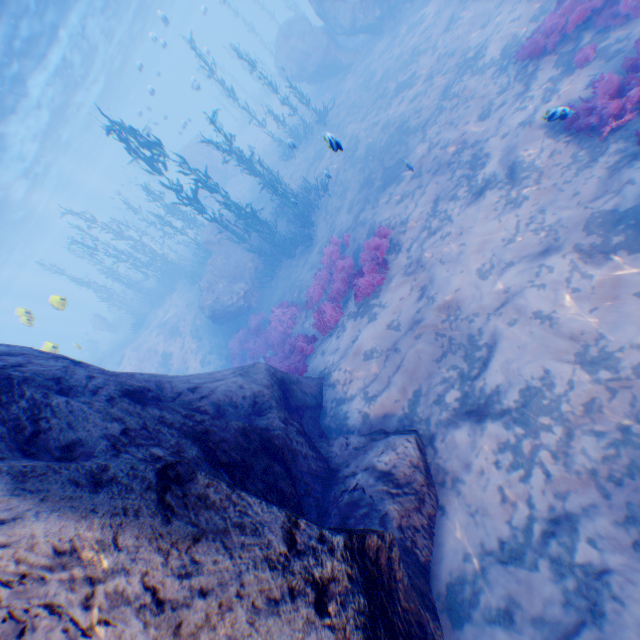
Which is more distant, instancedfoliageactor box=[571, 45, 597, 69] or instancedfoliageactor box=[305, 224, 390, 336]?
instancedfoliageactor box=[305, 224, 390, 336]

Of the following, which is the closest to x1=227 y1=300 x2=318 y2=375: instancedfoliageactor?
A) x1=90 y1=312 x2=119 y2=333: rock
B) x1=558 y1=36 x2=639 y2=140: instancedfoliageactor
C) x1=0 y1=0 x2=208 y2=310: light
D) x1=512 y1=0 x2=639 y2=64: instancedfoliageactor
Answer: x1=558 y1=36 x2=639 y2=140: instancedfoliageactor

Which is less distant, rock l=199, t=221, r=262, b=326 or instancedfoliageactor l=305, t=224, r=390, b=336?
instancedfoliageactor l=305, t=224, r=390, b=336

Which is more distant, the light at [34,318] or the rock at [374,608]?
the light at [34,318]

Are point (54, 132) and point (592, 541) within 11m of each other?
no

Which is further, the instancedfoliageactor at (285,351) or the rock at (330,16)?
the rock at (330,16)

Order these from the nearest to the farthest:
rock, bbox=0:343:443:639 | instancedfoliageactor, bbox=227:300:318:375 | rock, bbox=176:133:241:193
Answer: rock, bbox=0:343:443:639, instancedfoliageactor, bbox=227:300:318:375, rock, bbox=176:133:241:193

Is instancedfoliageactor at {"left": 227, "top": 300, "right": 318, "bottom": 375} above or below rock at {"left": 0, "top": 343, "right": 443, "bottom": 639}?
below
